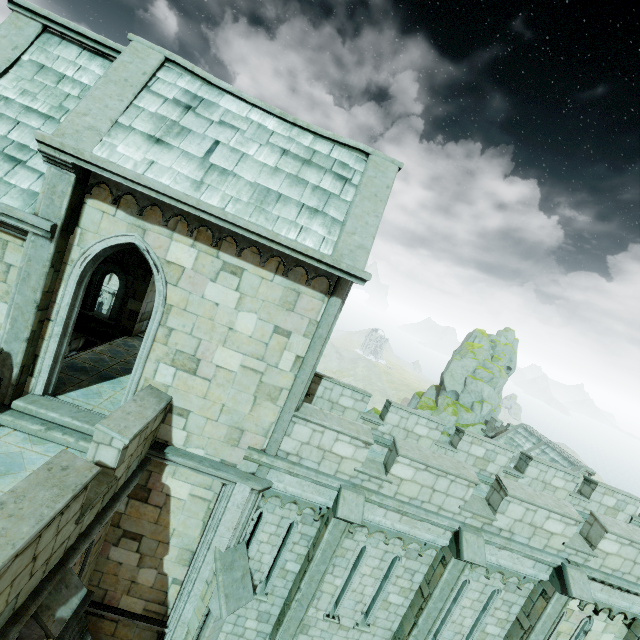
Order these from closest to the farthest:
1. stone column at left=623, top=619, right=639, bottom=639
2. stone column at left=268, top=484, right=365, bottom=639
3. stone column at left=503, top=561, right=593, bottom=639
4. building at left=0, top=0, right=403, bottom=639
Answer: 1. building at left=0, top=0, right=403, bottom=639
2. stone column at left=268, top=484, right=365, bottom=639
3. stone column at left=503, top=561, right=593, bottom=639
4. stone column at left=623, top=619, right=639, bottom=639

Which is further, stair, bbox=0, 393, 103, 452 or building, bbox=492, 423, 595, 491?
building, bbox=492, 423, 595, 491

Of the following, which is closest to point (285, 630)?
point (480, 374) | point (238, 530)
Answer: point (238, 530)

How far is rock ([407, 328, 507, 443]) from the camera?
44.7 meters

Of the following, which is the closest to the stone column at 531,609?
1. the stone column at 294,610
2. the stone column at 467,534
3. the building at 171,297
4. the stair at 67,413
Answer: the stone column at 467,534

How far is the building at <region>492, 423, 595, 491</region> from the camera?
29.9m

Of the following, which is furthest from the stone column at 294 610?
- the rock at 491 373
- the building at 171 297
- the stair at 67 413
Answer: the rock at 491 373

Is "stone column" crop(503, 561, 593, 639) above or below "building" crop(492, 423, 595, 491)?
above
